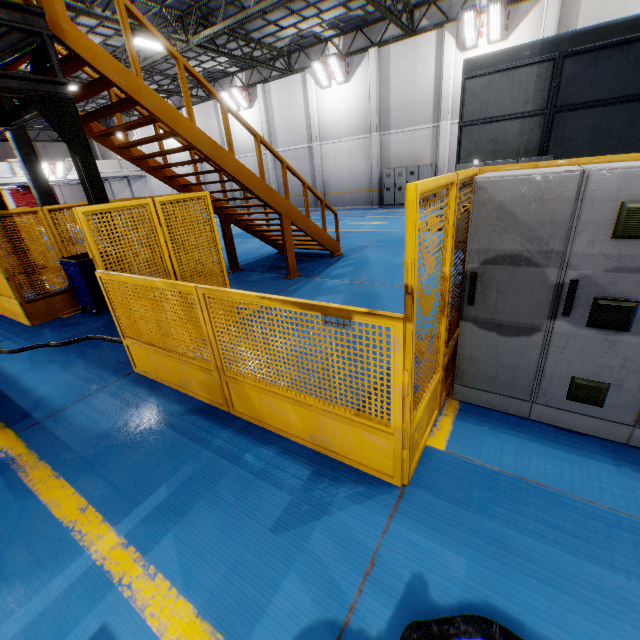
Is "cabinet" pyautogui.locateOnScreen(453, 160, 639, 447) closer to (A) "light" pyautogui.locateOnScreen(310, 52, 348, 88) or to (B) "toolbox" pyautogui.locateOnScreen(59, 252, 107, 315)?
(B) "toolbox" pyautogui.locateOnScreen(59, 252, 107, 315)

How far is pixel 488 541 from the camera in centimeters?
215cm

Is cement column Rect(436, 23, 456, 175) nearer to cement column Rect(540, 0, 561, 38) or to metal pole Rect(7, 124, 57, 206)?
cement column Rect(540, 0, 561, 38)

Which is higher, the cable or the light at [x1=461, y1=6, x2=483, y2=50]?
the light at [x1=461, y1=6, x2=483, y2=50]

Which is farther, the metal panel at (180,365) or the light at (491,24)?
the light at (491,24)

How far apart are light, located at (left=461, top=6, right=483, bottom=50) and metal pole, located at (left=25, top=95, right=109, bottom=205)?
17.0 meters

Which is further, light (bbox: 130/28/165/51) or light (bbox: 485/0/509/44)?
light (bbox: 485/0/509/44)

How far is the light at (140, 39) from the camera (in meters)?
12.23
